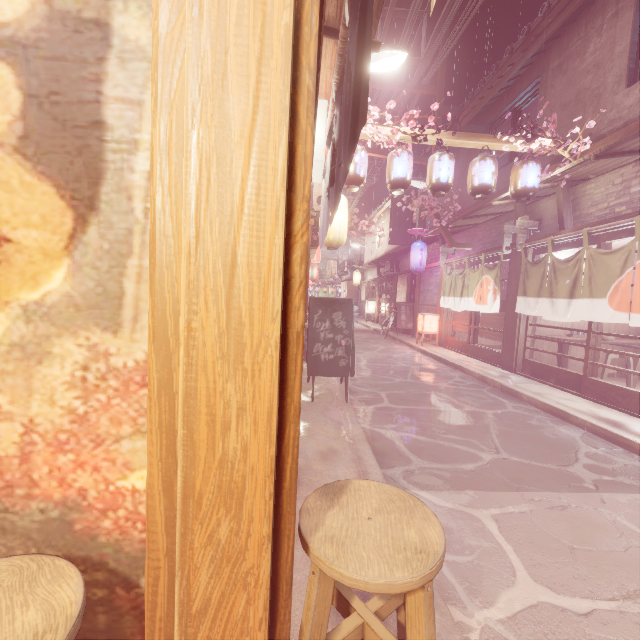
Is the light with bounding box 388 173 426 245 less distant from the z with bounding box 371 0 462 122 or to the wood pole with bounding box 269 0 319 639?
the z with bounding box 371 0 462 122

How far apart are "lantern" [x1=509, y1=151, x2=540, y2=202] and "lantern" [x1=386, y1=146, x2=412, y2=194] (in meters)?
3.44

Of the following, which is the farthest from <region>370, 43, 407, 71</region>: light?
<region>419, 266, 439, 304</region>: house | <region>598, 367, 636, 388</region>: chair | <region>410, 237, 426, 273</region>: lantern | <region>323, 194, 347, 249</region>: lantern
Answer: <region>419, 266, 439, 304</region>: house

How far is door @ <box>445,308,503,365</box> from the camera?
14.7m

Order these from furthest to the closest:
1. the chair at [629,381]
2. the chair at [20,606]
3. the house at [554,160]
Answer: the house at [554,160] → the chair at [629,381] → the chair at [20,606]

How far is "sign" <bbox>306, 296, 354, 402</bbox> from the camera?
8.5m

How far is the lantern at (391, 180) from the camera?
10.20m

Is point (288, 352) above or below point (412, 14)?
below
